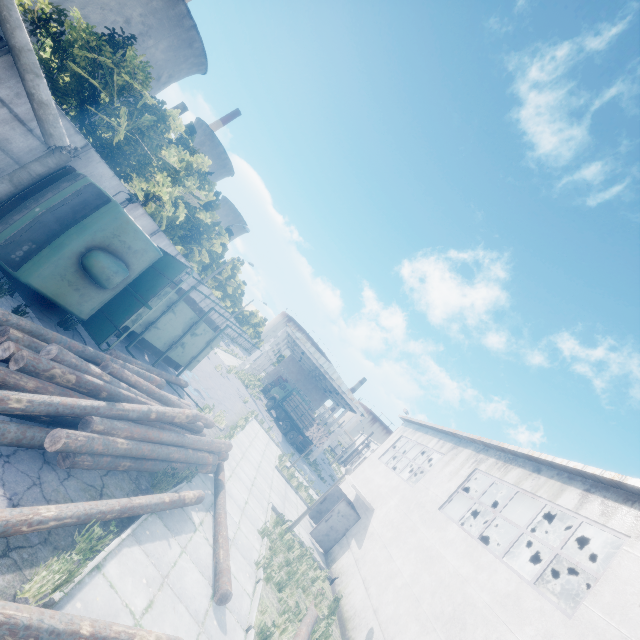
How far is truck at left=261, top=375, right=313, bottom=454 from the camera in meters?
32.0

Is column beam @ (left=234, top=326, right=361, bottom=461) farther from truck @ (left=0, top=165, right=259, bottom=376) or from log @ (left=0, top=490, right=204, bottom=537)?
log @ (left=0, top=490, right=204, bottom=537)

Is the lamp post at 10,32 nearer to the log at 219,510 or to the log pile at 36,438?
the log pile at 36,438

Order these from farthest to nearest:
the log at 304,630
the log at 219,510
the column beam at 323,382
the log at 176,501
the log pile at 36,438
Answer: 1. the column beam at 323,382
2. the log at 304,630
3. the log at 219,510
4. the log pile at 36,438
5. the log at 176,501

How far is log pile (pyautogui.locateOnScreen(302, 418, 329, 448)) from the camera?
31.6 meters

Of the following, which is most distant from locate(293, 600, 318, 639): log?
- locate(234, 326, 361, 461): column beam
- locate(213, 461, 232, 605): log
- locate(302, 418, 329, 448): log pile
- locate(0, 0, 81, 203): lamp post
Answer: locate(234, 326, 361, 461): column beam

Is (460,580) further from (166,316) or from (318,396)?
(318,396)

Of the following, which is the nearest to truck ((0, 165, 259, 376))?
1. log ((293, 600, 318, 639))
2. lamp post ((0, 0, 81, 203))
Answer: lamp post ((0, 0, 81, 203))
